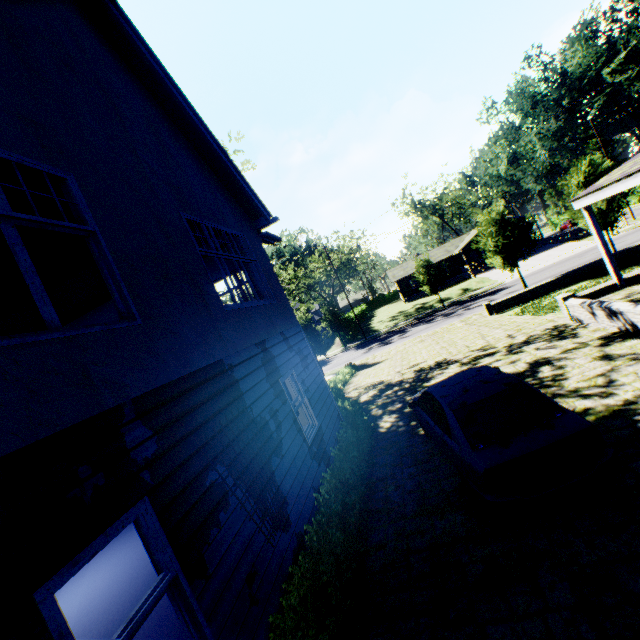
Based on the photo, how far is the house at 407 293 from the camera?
52.6 meters

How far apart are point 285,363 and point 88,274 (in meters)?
7.54

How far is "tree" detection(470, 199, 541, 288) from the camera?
22.7m

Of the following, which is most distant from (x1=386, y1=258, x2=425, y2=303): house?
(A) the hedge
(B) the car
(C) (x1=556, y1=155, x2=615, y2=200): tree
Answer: (B) the car

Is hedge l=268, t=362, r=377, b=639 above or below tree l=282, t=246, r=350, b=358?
below

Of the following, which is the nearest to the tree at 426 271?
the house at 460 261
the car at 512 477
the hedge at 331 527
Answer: the hedge at 331 527

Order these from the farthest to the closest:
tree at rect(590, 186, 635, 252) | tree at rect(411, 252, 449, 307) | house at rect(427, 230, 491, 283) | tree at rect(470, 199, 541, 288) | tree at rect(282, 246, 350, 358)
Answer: house at rect(427, 230, 491, 283)
tree at rect(411, 252, 449, 307)
tree at rect(282, 246, 350, 358)
tree at rect(470, 199, 541, 288)
tree at rect(590, 186, 635, 252)

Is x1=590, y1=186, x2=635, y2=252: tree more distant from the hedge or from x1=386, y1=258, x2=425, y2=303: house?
x1=386, y1=258, x2=425, y2=303: house
